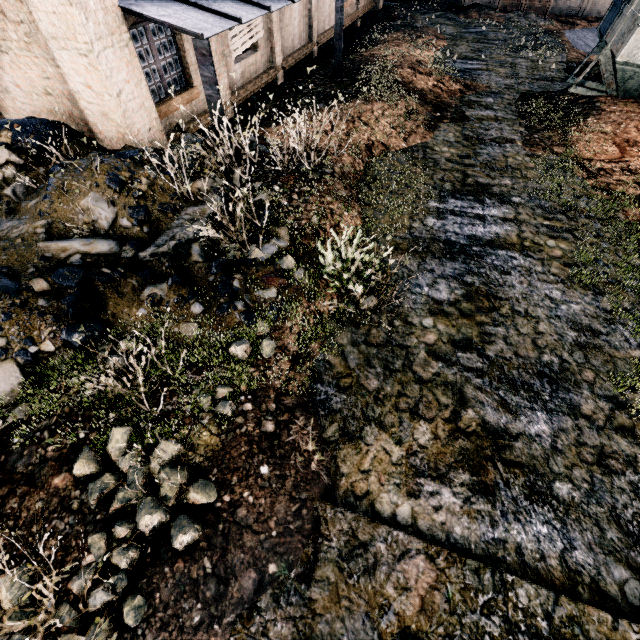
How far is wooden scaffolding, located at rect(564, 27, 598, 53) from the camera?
19.98m

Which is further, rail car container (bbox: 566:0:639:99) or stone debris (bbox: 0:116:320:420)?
rail car container (bbox: 566:0:639:99)

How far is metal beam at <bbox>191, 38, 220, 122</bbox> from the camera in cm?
654

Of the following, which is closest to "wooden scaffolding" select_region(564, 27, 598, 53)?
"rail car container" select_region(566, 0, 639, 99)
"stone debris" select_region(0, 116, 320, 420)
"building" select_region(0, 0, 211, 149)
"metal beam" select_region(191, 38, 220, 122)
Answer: "rail car container" select_region(566, 0, 639, 99)

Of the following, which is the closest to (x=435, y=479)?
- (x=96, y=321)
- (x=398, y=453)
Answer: (x=398, y=453)

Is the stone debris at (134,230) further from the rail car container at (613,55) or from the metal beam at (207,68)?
the rail car container at (613,55)

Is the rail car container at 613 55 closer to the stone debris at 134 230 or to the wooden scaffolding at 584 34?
the wooden scaffolding at 584 34

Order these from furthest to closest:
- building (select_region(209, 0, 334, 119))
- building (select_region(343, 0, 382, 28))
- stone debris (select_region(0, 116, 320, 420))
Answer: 1. building (select_region(343, 0, 382, 28))
2. building (select_region(209, 0, 334, 119))
3. stone debris (select_region(0, 116, 320, 420))
